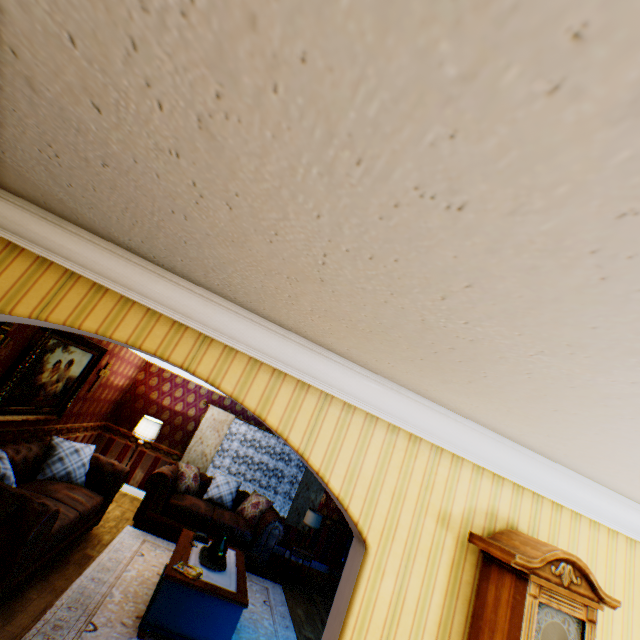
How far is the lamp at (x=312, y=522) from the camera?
7.4 meters

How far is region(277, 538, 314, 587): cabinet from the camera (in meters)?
7.02

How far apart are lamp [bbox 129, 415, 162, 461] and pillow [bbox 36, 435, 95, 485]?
1.5 meters

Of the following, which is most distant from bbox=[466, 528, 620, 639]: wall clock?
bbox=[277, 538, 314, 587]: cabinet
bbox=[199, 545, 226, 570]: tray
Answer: bbox=[277, 538, 314, 587]: cabinet

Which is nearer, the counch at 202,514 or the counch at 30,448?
the counch at 30,448

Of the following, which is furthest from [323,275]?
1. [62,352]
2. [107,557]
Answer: [107,557]

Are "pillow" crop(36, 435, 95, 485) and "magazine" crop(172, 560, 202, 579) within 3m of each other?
yes

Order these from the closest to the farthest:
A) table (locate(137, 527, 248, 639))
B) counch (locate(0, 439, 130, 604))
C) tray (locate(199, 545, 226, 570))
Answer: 1. counch (locate(0, 439, 130, 604))
2. table (locate(137, 527, 248, 639))
3. tray (locate(199, 545, 226, 570))
